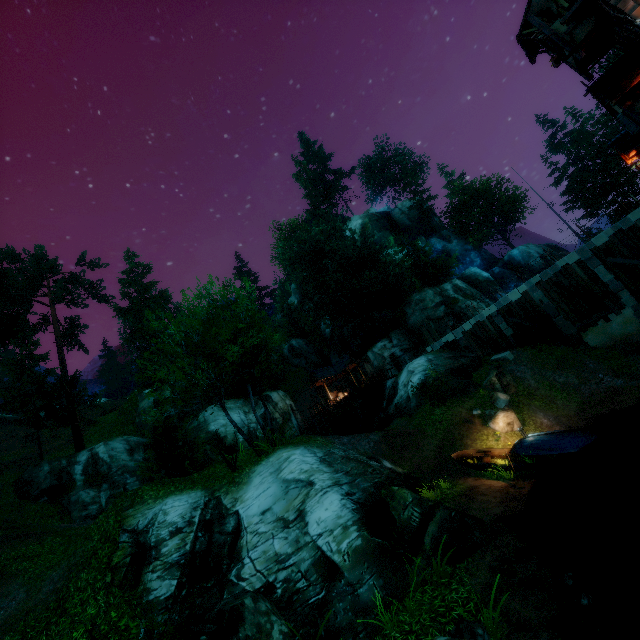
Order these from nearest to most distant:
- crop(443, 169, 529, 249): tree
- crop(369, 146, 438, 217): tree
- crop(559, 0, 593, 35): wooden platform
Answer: crop(559, 0, 593, 35): wooden platform
crop(443, 169, 529, 249): tree
crop(369, 146, 438, 217): tree

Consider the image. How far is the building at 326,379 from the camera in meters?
35.6

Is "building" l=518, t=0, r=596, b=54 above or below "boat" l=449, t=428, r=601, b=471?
above

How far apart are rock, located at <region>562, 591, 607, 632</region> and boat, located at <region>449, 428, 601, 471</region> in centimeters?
859cm

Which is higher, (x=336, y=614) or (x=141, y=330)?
(x=141, y=330)

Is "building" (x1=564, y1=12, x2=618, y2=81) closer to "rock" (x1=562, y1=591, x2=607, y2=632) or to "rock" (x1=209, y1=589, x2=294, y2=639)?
"rock" (x1=562, y1=591, x2=607, y2=632)

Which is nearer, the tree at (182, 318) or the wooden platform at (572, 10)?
the wooden platform at (572, 10)

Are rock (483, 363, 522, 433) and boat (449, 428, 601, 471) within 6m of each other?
yes
